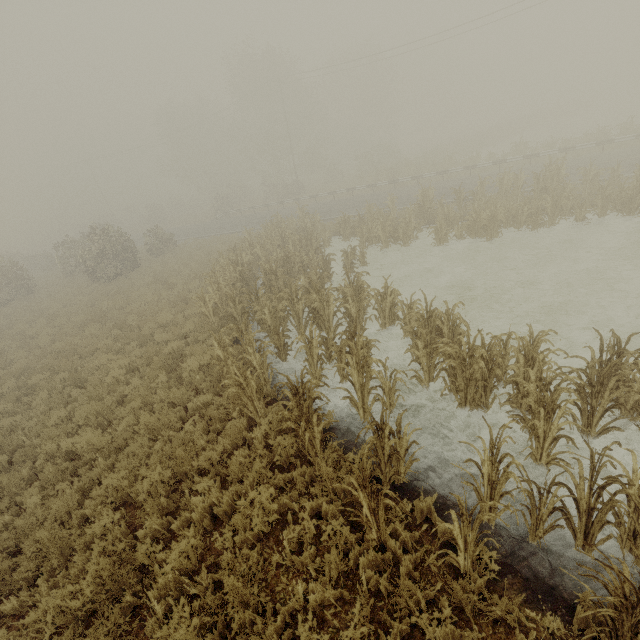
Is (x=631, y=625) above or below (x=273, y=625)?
above

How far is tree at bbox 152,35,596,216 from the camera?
38.5 meters

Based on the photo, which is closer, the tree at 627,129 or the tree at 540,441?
the tree at 540,441

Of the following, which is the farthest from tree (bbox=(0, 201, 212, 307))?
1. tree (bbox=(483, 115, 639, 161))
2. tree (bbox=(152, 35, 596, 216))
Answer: tree (bbox=(483, 115, 639, 161))

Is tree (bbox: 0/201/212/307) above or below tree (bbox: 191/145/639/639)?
above

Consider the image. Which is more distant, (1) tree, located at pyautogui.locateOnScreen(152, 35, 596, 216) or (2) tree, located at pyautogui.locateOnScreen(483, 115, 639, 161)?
(1) tree, located at pyautogui.locateOnScreen(152, 35, 596, 216)

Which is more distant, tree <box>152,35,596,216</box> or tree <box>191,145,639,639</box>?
tree <box>152,35,596,216</box>

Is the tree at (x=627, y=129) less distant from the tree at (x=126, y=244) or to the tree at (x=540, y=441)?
the tree at (x=126, y=244)
